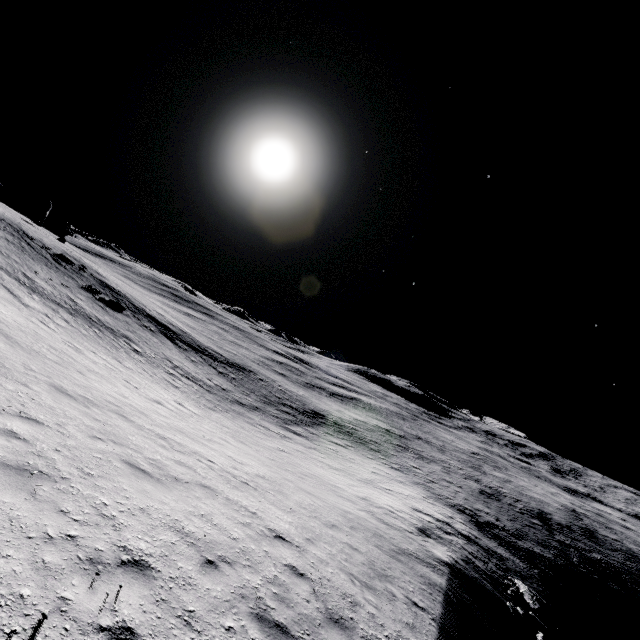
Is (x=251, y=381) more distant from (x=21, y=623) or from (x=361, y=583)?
(x=21, y=623)
